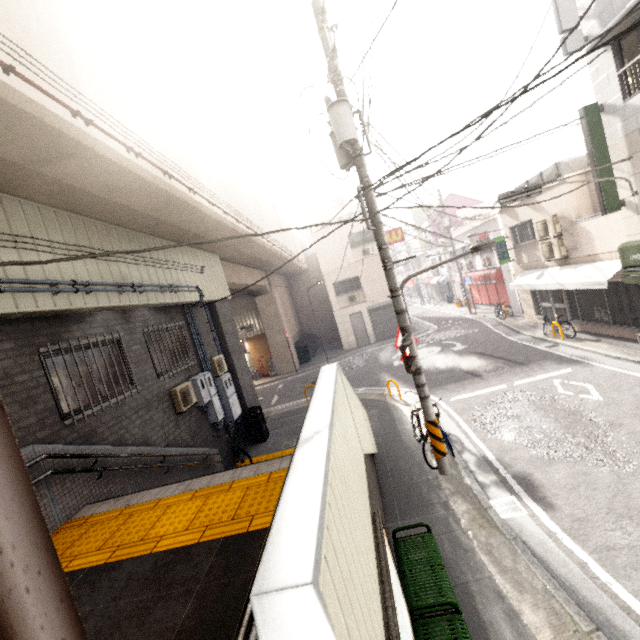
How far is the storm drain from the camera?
5.3m

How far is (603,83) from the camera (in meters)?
8.28

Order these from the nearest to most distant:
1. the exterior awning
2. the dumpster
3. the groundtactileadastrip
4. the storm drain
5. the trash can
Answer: the exterior awning → the groundtactileadastrip → the storm drain → the trash can → the dumpster

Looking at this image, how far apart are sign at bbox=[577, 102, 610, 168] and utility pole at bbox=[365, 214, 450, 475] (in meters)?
6.63

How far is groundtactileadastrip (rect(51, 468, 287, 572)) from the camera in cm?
333

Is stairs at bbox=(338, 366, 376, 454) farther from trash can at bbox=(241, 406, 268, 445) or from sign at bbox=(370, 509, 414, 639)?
trash can at bbox=(241, 406, 268, 445)

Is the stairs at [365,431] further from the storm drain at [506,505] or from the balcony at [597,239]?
the balcony at [597,239]

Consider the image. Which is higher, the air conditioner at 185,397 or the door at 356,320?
the air conditioner at 185,397
